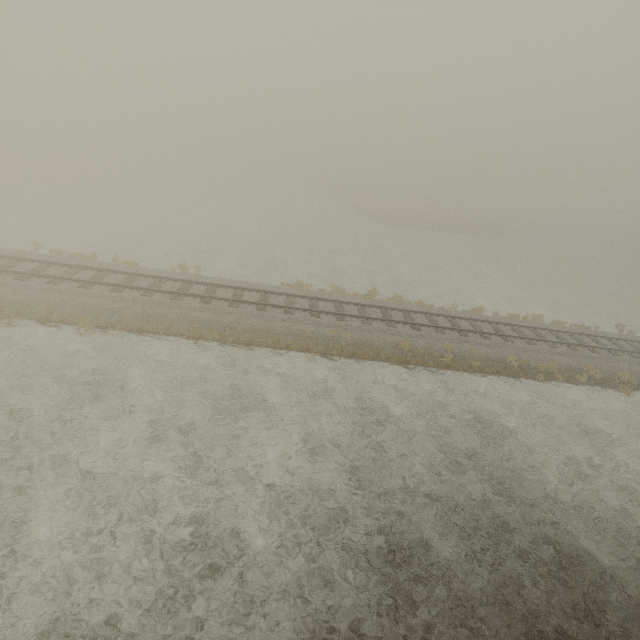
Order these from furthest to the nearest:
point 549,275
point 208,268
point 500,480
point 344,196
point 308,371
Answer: point 344,196 → point 549,275 → point 208,268 → point 308,371 → point 500,480
